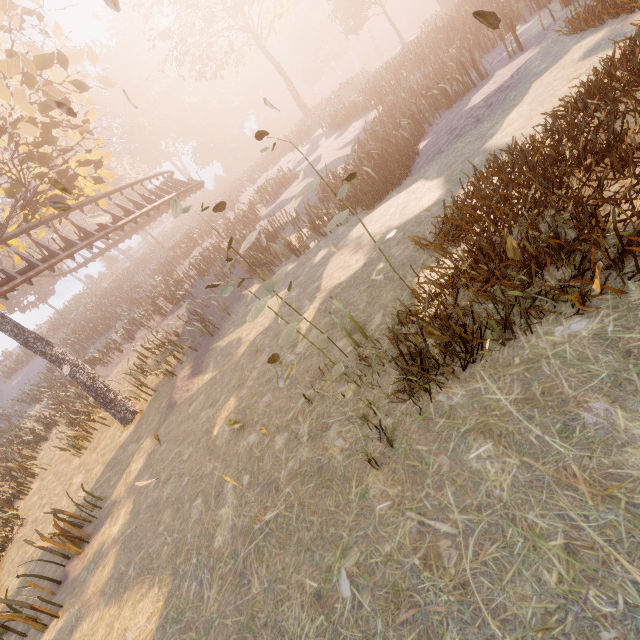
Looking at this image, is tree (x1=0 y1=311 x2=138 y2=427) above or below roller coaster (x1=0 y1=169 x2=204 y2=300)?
below

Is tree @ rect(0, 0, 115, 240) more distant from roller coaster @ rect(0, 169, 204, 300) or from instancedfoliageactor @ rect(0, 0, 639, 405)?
instancedfoliageactor @ rect(0, 0, 639, 405)

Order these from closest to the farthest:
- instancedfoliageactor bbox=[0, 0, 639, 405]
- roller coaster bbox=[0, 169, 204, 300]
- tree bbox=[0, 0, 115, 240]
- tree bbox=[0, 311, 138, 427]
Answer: instancedfoliageactor bbox=[0, 0, 639, 405] → tree bbox=[0, 0, 115, 240] → tree bbox=[0, 311, 138, 427] → roller coaster bbox=[0, 169, 204, 300]

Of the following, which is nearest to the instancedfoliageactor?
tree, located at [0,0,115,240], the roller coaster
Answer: tree, located at [0,0,115,240]

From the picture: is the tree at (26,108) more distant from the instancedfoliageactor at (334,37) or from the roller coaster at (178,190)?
the instancedfoliageactor at (334,37)

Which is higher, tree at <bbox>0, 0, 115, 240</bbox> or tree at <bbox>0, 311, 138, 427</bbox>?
tree at <bbox>0, 0, 115, 240</bbox>

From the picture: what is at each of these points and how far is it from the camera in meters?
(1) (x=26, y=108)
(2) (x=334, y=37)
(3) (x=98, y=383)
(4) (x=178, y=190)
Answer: (1) tree, 9.2
(2) instancedfoliageactor, 52.2
(3) tree, 12.6
(4) roller coaster, 20.6
